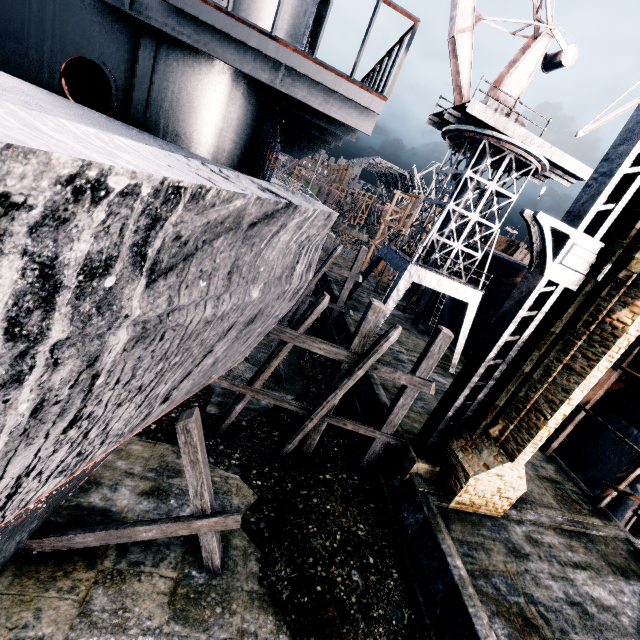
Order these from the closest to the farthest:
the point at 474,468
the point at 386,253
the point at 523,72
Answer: the point at 474,468, the point at 523,72, the point at 386,253

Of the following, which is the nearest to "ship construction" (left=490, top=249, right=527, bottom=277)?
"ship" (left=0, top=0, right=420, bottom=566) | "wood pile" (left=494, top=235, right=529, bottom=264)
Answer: "wood pile" (left=494, top=235, right=529, bottom=264)

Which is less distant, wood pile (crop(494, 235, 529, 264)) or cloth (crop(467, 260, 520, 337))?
cloth (crop(467, 260, 520, 337))

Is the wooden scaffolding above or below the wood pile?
below

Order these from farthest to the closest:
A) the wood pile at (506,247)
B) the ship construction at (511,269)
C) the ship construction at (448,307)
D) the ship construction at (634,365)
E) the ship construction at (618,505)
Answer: the wood pile at (506,247) < the ship construction at (448,307) < the ship construction at (511,269) < the ship construction at (618,505) < the ship construction at (634,365)

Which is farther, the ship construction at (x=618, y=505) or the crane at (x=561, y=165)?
the crane at (x=561, y=165)

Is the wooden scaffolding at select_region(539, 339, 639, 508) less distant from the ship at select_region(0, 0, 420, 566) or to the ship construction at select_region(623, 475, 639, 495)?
the ship construction at select_region(623, 475, 639, 495)

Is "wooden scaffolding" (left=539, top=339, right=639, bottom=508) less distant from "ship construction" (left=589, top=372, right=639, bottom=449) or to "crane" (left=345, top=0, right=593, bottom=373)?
"ship construction" (left=589, top=372, right=639, bottom=449)
